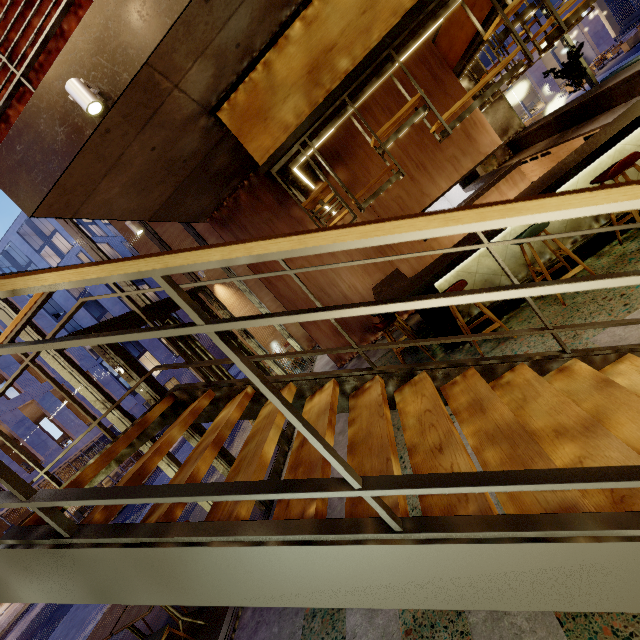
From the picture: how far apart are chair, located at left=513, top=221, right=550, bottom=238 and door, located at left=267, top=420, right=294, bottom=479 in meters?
4.8

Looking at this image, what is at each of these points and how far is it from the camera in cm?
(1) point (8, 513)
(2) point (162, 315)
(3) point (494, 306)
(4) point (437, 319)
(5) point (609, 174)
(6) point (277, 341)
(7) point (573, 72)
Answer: (1) building, 2030
(2) door, 570
(3) bar counter, 446
(4) bar counter, 461
(5) chair, 339
(6) building, 1209
(7) tree, 849

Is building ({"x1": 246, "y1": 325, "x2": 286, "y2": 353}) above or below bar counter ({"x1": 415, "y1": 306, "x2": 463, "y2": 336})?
above

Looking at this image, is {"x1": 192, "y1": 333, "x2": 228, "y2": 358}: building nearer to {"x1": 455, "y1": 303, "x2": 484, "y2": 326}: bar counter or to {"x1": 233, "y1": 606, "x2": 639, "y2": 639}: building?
{"x1": 233, "y1": 606, "x2": 639, "y2": 639}: building

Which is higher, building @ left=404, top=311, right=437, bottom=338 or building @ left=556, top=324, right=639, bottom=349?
building @ left=404, top=311, right=437, bottom=338

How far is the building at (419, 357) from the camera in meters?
5.1

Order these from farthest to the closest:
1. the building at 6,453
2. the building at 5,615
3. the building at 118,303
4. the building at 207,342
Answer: the building at 207,342 < the building at 118,303 < the building at 6,453 < the building at 5,615

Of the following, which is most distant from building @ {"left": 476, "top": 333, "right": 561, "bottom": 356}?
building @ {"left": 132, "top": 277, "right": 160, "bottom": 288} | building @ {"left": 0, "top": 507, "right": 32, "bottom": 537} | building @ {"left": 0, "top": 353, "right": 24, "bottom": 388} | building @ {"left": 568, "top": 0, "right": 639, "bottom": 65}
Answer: building @ {"left": 132, "top": 277, "right": 160, "bottom": 288}
